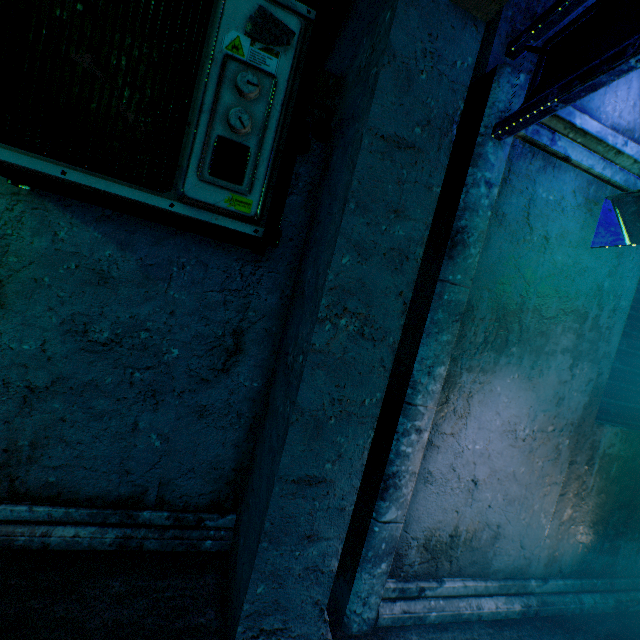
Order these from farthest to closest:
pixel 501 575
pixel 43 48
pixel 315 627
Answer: pixel 501 575 → pixel 315 627 → pixel 43 48

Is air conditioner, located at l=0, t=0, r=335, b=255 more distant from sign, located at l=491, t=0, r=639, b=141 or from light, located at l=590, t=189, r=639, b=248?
light, located at l=590, t=189, r=639, b=248

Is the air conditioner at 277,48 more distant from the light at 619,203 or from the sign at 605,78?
the light at 619,203

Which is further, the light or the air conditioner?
the light

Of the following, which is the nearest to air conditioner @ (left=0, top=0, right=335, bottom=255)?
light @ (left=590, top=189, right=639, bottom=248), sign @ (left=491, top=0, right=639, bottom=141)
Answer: sign @ (left=491, top=0, right=639, bottom=141)

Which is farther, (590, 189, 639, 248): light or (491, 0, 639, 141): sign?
(590, 189, 639, 248): light

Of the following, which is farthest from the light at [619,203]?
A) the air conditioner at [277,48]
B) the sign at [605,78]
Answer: the air conditioner at [277,48]
